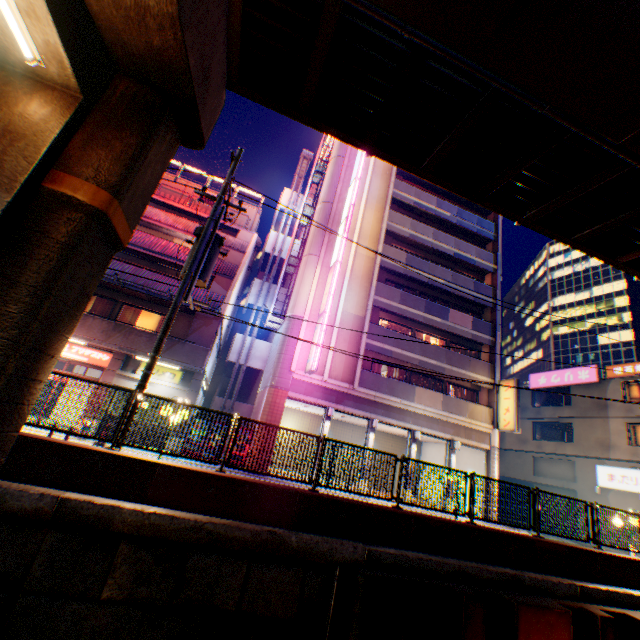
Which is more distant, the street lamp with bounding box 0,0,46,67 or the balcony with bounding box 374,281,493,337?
the balcony with bounding box 374,281,493,337

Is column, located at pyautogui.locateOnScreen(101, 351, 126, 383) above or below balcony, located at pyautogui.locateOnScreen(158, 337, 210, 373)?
below

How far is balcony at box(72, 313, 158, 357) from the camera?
15.3 meters

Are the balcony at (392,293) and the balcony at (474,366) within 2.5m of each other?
yes

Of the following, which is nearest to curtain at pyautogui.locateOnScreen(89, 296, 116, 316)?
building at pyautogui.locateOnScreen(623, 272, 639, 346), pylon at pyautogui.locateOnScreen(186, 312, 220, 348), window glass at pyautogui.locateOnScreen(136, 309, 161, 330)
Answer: window glass at pyautogui.locateOnScreen(136, 309, 161, 330)

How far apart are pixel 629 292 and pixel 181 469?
69.26m

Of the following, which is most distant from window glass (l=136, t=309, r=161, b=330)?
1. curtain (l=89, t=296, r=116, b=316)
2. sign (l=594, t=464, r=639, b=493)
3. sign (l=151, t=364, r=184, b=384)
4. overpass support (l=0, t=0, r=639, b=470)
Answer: sign (l=594, t=464, r=639, b=493)

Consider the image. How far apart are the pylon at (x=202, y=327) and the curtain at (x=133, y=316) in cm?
322
